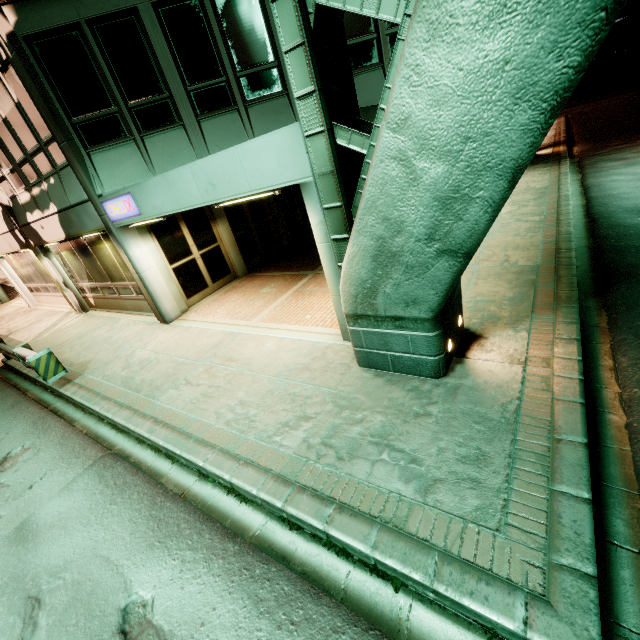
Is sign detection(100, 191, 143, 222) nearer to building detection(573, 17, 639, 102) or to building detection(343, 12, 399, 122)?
building detection(343, 12, 399, 122)

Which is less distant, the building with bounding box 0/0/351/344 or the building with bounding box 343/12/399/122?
the building with bounding box 0/0/351/344

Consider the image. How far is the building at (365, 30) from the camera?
7.8 meters

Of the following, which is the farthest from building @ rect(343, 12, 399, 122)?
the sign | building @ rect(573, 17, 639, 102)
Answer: building @ rect(573, 17, 639, 102)

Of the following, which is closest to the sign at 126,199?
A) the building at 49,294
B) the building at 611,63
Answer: the building at 49,294

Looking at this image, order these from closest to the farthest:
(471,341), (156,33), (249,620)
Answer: (249,620) < (471,341) < (156,33)

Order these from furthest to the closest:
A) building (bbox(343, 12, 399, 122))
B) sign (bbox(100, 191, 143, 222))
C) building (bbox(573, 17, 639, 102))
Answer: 1. building (bbox(573, 17, 639, 102))
2. building (bbox(343, 12, 399, 122))
3. sign (bbox(100, 191, 143, 222))
